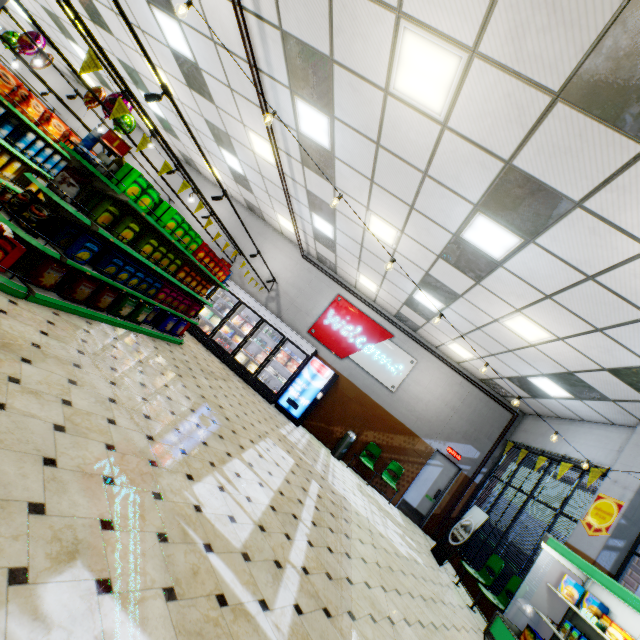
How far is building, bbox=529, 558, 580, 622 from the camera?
5.28m

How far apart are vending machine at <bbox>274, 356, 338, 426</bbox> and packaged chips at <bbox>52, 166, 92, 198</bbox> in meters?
7.5 m

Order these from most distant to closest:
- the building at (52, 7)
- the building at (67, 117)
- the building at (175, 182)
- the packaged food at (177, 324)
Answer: the building at (67, 117), the building at (175, 182), the building at (52, 7), the packaged food at (177, 324)

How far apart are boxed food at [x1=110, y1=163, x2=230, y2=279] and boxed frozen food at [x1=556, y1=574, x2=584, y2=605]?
8.6 meters

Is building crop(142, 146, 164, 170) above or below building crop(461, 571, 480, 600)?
above

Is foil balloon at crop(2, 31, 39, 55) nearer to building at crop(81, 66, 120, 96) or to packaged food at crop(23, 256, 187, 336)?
building at crop(81, 66, 120, 96)

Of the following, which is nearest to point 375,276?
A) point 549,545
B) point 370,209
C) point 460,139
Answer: point 370,209

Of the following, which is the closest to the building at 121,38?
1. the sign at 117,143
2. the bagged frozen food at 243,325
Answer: the bagged frozen food at 243,325
